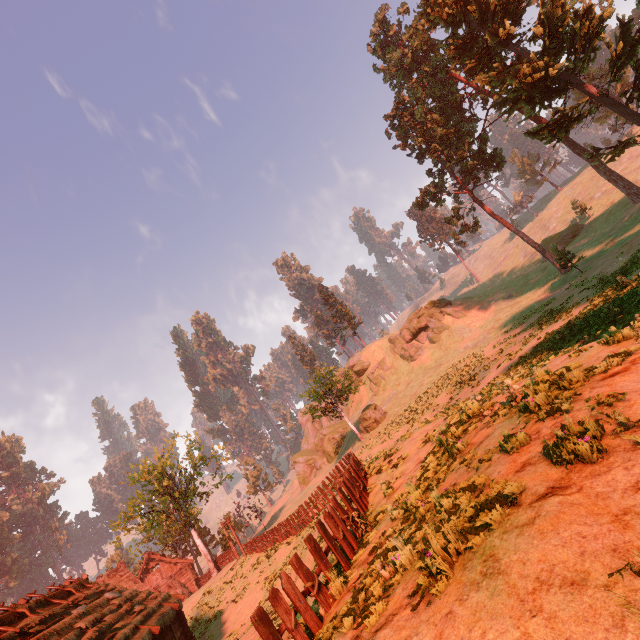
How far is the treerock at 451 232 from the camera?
39.88m

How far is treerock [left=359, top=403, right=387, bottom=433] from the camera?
39.2m

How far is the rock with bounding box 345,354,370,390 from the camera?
55.50m

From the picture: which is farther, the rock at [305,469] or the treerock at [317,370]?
the rock at [305,469]

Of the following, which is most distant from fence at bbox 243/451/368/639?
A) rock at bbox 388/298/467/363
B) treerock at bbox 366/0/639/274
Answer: rock at bbox 388/298/467/363

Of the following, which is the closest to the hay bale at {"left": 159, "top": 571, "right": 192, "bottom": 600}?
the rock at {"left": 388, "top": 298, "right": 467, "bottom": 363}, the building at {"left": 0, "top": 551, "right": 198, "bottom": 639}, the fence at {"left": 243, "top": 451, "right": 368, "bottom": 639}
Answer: the building at {"left": 0, "top": 551, "right": 198, "bottom": 639}

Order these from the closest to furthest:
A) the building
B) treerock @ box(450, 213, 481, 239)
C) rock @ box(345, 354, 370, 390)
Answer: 1. the building
2. treerock @ box(450, 213, 481, 239)
3. rock @ box(345, 354, 370, 390)

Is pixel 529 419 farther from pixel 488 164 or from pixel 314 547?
pixel 488 164
